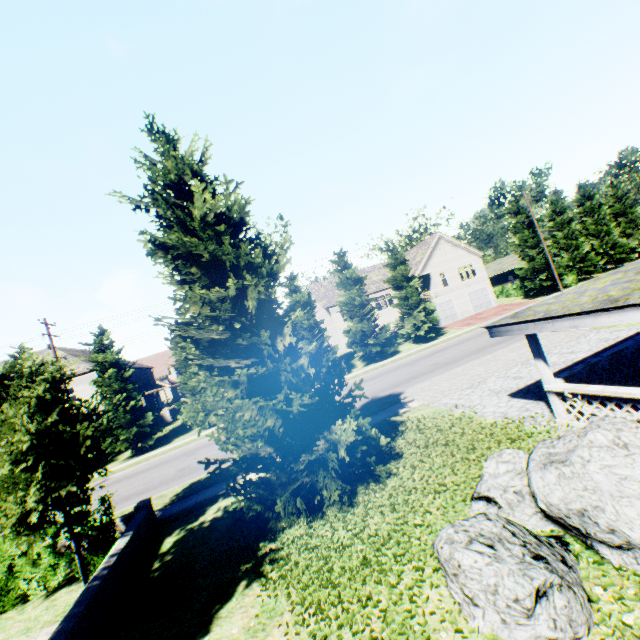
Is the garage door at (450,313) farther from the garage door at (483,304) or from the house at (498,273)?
the house at (498,273)

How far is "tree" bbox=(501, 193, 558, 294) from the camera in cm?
3675

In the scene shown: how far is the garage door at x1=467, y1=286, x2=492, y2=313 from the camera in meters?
40.7

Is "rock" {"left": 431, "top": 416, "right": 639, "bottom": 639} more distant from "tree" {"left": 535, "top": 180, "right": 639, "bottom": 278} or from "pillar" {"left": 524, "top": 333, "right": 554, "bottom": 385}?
"tree" {"left": 535, "top": 180, "right": 639, "bottom": 278}

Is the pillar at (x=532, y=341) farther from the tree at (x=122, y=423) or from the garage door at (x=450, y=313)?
the garage door at (x=450, y=313)

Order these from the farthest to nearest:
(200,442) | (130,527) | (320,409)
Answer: (200,442), (320,409), (130,527)

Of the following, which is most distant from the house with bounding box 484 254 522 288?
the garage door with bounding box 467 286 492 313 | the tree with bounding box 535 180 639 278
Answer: the garage door with bounding box 467 286 492 313

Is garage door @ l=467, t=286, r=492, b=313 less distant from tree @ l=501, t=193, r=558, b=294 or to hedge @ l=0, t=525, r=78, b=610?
tree @ l=501, t=193, r=558, b=294
